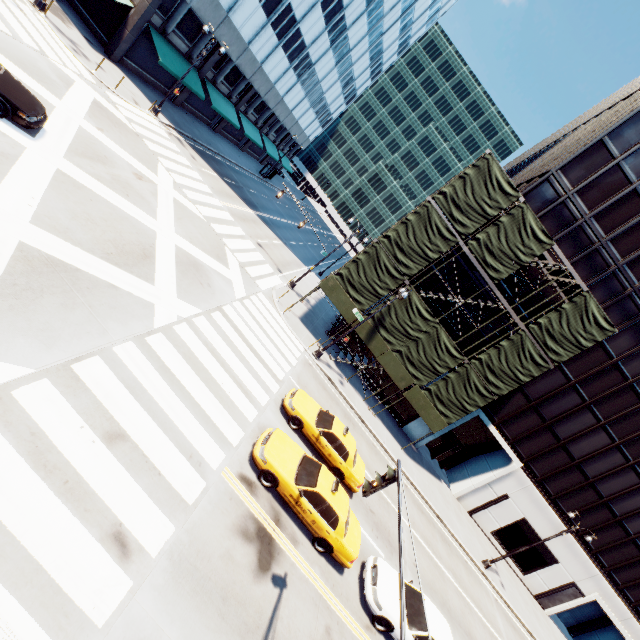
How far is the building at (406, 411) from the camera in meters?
27.0

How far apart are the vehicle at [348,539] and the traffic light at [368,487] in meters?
4.3 m

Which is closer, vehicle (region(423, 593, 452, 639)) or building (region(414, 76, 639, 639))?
vehicle (region(423, 593, 452, 639))

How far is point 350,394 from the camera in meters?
22.3 m

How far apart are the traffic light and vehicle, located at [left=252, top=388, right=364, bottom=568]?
4.3 meters

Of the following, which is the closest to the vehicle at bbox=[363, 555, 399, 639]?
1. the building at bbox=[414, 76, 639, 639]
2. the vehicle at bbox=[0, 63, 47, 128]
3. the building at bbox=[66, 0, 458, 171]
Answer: the building at bbox=[414, 76, 639, 639]

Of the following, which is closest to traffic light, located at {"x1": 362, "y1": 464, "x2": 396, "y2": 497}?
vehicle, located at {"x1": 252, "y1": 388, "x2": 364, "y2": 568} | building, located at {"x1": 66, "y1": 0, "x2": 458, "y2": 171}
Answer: vehicle, located at {"x1": 252, "y1": 388, "x2": 364, "y2": 568}

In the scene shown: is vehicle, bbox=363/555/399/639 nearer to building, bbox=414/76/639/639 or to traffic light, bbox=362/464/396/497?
traffic light, bbox=362/464/396/497
